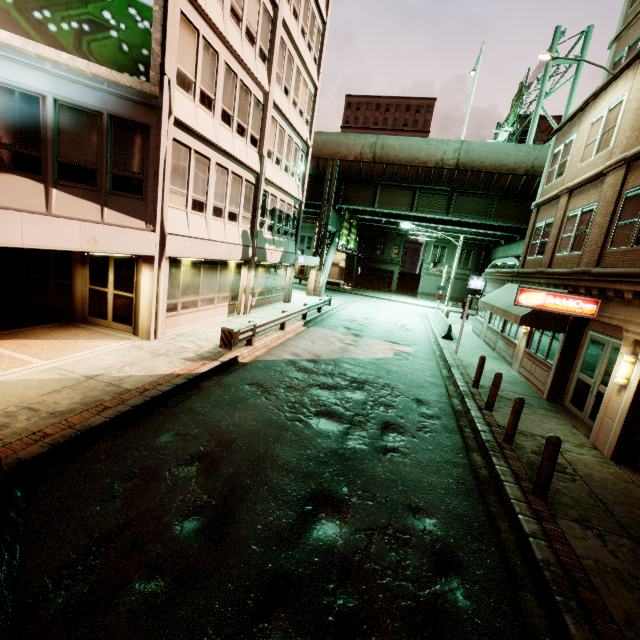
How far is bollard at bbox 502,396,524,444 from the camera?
7.8m

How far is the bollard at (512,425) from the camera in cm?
778

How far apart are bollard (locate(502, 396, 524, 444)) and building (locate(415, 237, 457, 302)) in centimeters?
4282cm

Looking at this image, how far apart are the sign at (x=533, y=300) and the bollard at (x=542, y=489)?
5.16m

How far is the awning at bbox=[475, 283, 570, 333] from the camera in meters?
11.3

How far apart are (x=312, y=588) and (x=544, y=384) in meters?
11.8 m

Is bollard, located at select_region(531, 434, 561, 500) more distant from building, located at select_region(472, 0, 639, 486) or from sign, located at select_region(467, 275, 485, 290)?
sign, located at select_region(467, 275, 485, 290)

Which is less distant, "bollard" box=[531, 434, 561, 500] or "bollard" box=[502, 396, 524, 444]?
"bollard" box=[531, 434, 561, 500]
